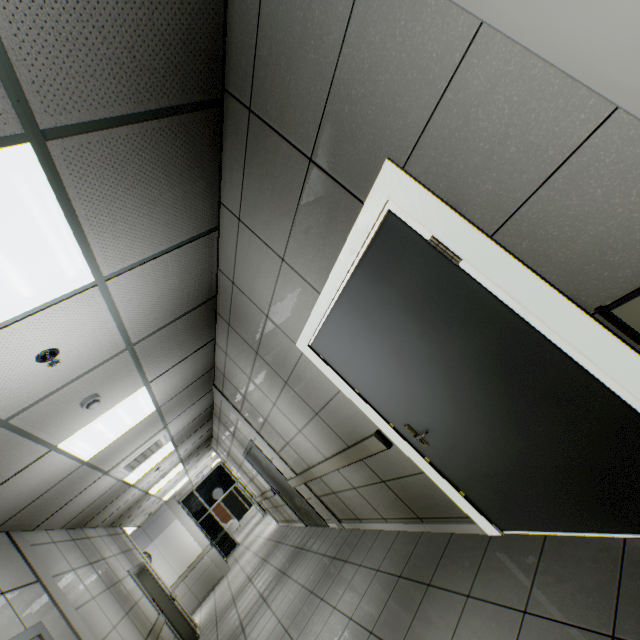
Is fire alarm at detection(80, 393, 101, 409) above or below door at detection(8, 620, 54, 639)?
above

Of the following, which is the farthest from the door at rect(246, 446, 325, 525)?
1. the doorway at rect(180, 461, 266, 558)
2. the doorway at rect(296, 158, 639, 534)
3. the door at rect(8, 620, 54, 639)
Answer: the doorway at rect(180, 461, 266, 558)

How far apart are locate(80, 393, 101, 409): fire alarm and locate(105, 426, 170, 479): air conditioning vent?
2.40m

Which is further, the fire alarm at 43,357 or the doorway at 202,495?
the doorway at 202,495

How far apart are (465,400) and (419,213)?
1.2m

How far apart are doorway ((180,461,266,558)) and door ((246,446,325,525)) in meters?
9.5 m

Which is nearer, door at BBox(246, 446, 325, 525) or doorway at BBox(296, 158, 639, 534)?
doorway at BBox(296, 158, 639, 534)

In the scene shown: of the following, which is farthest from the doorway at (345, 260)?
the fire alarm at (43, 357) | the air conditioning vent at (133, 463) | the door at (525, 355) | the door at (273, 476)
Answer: the door at (273, 476)
